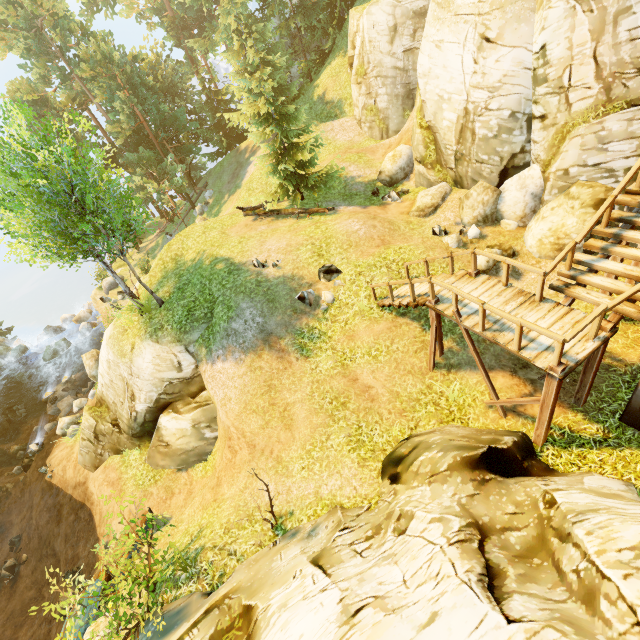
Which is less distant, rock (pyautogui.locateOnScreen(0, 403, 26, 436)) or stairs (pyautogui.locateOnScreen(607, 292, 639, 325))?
stairs (pyautogui.locateOnScreen(607, 292, 639, 325))

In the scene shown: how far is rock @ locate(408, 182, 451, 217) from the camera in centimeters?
1441cm

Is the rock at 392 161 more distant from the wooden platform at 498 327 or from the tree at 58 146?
the wooden platform at 498 327

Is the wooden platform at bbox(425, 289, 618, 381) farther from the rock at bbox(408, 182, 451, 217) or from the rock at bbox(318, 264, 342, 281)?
the rock at bbox(408, 182, 451, 217)

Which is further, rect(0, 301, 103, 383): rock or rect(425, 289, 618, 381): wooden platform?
rect(0, 301, 103, 383): rock

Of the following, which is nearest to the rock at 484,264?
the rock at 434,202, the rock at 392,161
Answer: the rock at 434,202

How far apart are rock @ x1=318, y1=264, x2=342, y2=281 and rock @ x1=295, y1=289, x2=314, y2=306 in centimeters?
51cm

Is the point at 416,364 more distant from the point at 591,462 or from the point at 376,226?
the point at 376,226
